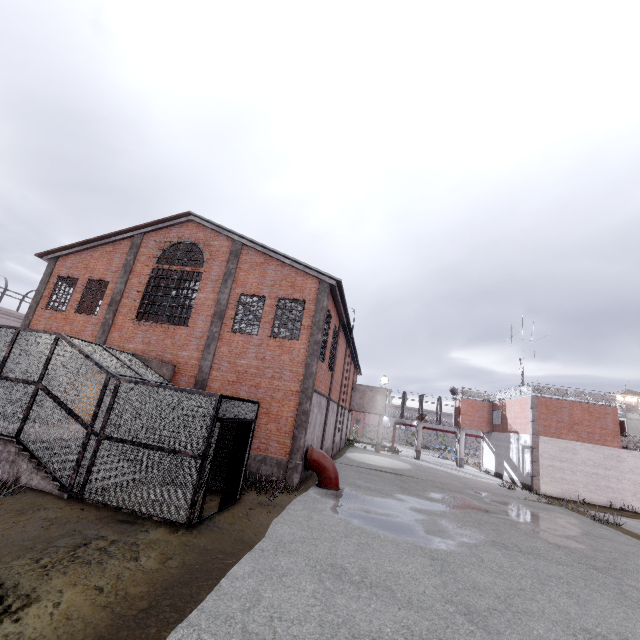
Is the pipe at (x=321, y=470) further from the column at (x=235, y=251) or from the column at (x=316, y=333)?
the column at (x=235, y=251)

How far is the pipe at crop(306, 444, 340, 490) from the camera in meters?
13.7 m

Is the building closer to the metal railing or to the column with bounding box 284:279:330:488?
the metal railing

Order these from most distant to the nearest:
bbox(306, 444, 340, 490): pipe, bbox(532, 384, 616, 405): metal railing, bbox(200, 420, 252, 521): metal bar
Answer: bbox(532, 384, 616, 405): metal railing → bbox(306, 444, 340, 490): pipe → bbox(200, 420, 252, 521): metal bar

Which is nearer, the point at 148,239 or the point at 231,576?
the point at 231,576

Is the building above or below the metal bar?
above

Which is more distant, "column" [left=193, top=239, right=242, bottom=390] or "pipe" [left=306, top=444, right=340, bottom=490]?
"column" [left=193, top=239, right=242, bottom=390]

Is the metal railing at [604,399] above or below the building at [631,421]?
below
